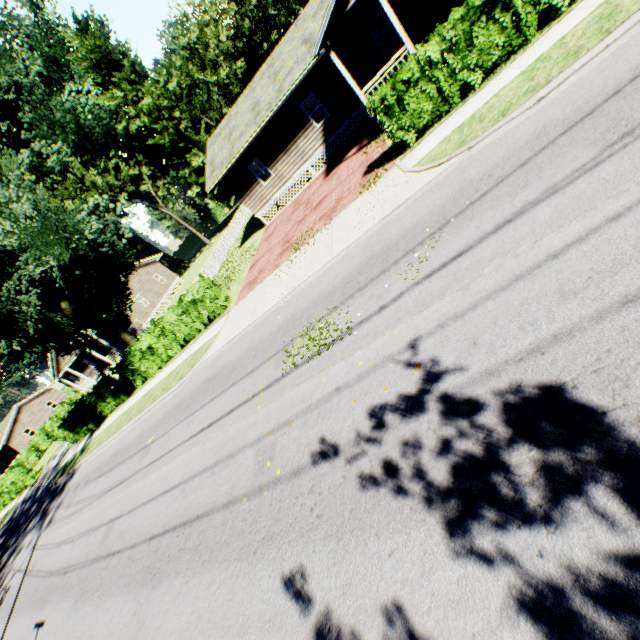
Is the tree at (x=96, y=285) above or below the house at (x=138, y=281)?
above

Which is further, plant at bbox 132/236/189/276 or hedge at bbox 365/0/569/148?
plant at bbox 132/236/189/276

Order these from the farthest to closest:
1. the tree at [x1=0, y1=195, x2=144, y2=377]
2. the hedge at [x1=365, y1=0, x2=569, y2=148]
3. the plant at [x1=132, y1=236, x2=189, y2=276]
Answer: the plant at [x1=132, y1=236, x2=189, y2=276], the tree at [x1=0, y1=195, x2=144, y2=377], the hedge at [x1=365, y1=0, x2=569, y2=148]

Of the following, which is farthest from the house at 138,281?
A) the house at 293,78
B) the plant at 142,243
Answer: the house at 293,78

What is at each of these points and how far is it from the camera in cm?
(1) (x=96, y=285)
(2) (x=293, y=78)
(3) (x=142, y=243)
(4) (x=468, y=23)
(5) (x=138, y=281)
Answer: (1) tree, 1683
(2) house, 1736
(3) plant, 5597
(4) hedge, 931
(5) house, 4009

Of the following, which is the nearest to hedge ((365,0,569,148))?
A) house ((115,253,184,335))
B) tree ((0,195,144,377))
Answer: tree ((0,195,144,377))

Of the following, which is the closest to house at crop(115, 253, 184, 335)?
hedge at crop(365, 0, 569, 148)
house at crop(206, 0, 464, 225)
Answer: house at crop(206, 0, 464, 225)

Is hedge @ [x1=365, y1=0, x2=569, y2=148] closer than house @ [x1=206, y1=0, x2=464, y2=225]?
Yes
